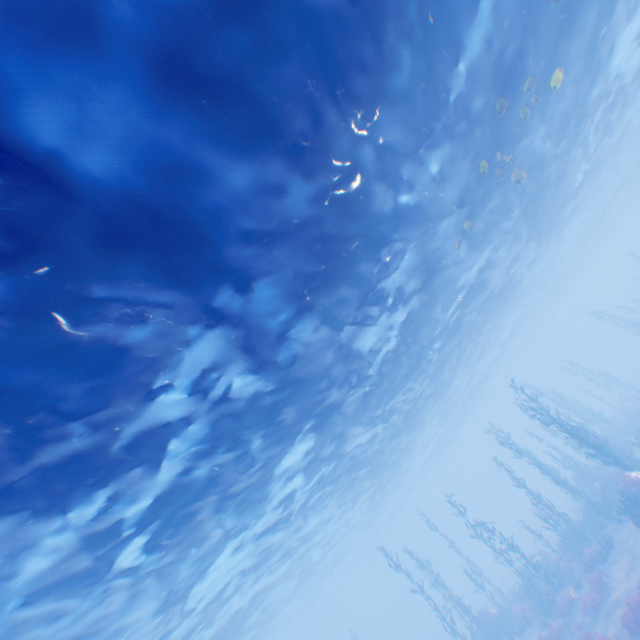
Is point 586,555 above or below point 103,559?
below

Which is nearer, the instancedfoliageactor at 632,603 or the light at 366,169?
the light at 366,169

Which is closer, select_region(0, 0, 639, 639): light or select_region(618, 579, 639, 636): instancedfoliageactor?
select_region(0, 0, 639, 639): light

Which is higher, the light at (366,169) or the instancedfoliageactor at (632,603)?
the light at (366,169)

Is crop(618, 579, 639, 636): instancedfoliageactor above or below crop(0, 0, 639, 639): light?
below
